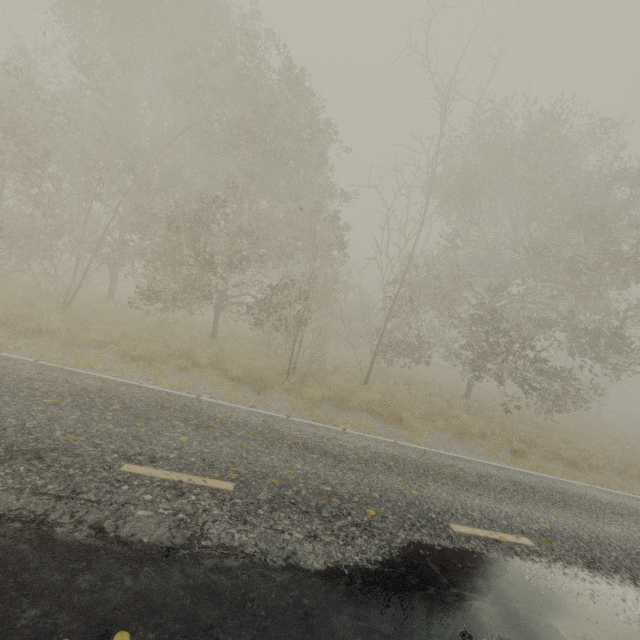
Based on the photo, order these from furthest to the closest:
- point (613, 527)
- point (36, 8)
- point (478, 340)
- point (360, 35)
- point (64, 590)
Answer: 1. point (478, 340)
2. point (36, 8)
3. point (360, 35)
4. point (613, 527)
5. point (64, 590)

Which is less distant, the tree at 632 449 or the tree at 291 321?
the tree at 291 321

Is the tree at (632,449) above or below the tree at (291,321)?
below

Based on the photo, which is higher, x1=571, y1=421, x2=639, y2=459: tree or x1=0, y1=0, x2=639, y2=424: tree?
x1=0, y1=0, x2=639, y2=424: tree

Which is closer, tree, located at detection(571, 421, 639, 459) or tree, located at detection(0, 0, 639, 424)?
tree, located at detection(0, 0, 639, 424)
